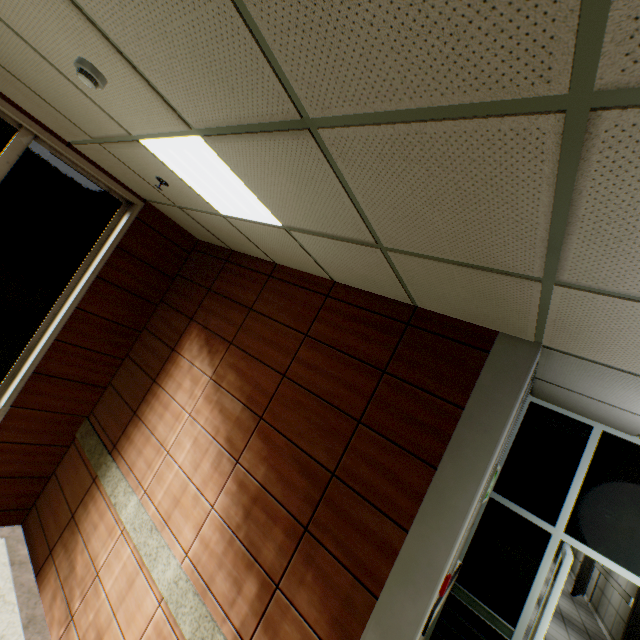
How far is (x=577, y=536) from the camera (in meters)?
3.33

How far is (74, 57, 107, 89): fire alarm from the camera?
1.9m

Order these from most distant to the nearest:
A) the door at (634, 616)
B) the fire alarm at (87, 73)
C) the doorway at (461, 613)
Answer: the door at (634, 616) < the doorway at (461, 613) < the fire alarm at (87, 73)

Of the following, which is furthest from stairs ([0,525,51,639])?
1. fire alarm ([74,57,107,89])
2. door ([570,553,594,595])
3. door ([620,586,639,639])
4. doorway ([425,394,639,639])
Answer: door ([570,553,594,595])

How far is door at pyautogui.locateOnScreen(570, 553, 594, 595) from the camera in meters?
9.6 m

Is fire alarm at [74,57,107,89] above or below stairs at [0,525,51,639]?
above

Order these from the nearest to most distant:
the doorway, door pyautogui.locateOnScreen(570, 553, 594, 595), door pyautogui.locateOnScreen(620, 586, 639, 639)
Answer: the doorway
door pyautogui.locateOnScreen(620, 586, 639, 639)
door pyautogui.locateOnScreen(570, 553, 594, 595)

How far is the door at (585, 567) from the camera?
9.55m
